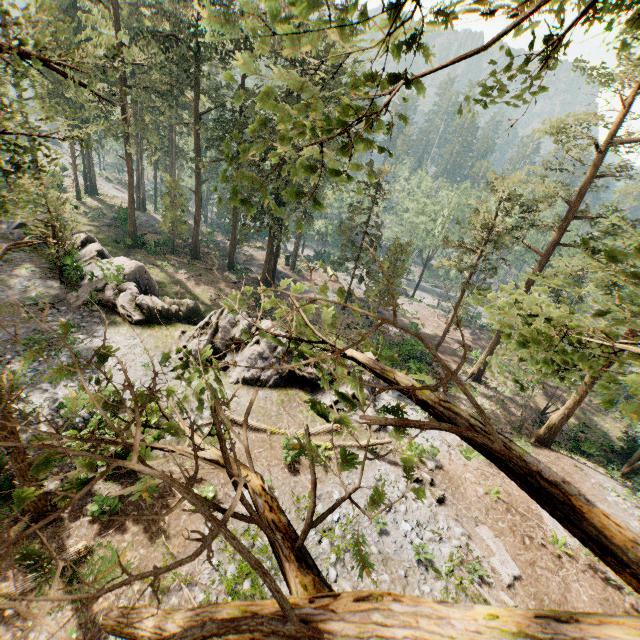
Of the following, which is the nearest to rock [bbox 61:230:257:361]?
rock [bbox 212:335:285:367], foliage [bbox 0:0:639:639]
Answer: rock [bbox 212:335:285:367]

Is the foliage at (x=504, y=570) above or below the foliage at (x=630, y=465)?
above

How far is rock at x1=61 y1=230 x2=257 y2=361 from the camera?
18.88m

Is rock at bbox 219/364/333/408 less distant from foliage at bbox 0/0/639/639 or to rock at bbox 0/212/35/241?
rock at bbox 0/212/35/241

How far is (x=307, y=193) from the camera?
33.28m

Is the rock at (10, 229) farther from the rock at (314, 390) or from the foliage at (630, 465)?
the foliage at (630, 465)

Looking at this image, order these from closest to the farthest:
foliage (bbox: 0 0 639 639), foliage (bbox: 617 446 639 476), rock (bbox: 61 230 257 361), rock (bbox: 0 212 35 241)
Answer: foliage (bbox: 0 0 639 639) → rock (bbox: 61 230 257 361) → foliage (bbox: 617 446 639 476) → rock (bbox: 0 212 35 241)
